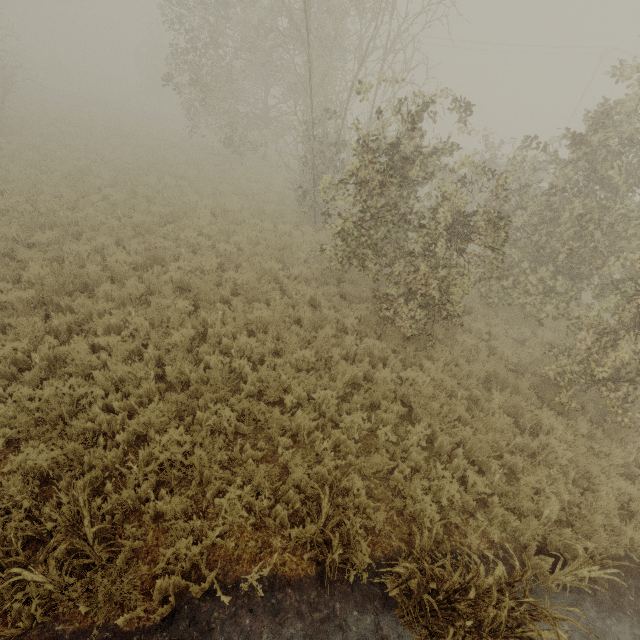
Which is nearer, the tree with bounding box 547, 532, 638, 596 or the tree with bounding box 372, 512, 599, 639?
the tree with bounding box 372, 512, 599, 639

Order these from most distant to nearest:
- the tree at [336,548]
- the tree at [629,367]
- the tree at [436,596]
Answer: the tree at [629,367], the tree at [336,548], the tree at [436,596]

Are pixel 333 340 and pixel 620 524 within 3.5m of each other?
no

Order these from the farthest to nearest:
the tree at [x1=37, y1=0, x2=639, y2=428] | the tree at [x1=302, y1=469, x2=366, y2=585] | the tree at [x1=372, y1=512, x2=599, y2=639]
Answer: the tree at [x1=37, y1=0, x2=639, y2=428], the tree at [x1=302, y1=469, x2=366, y2=585], the tree at [x1=372, y1=512, x2=599, y2=639]

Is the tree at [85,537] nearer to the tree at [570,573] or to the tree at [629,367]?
the tree at [570,573]

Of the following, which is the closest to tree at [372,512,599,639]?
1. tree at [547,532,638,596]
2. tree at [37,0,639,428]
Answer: tree at [547,532,638,596]

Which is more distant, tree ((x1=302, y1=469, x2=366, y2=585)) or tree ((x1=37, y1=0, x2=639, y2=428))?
tree ((x1=37, y1=0, x2=639, y2=428))
